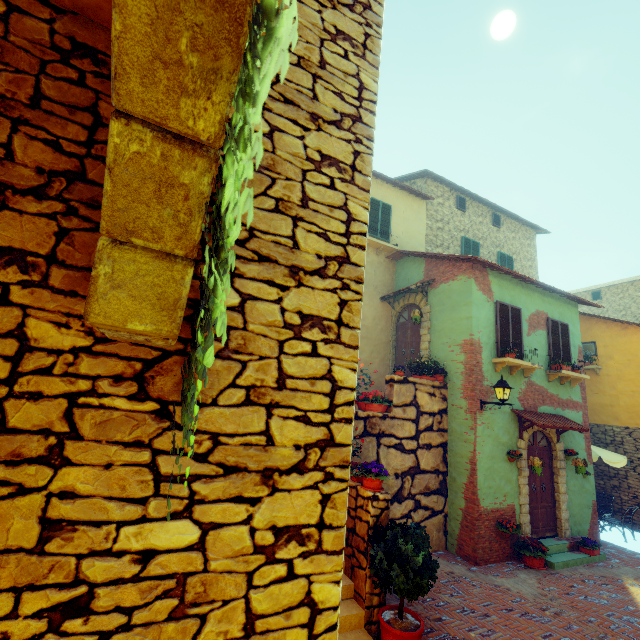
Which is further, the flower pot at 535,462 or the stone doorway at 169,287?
the flower pot at 535,462

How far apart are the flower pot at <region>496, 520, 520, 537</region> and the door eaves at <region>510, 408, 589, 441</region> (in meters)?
2.07

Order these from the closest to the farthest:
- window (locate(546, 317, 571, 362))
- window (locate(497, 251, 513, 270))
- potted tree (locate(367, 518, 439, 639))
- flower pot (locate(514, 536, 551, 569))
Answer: potted tree (locate(367, 518, 439, 639)) → flower pot (locate(514, 536, 551, 569)) → window (locate(546, 317, 571, 362)) → window (locate(497, 251, 513, 270))

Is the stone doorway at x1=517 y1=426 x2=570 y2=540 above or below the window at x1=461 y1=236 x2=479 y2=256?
below

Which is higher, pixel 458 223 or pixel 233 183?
pixel 458 223

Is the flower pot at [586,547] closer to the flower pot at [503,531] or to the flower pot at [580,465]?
the flower pot at [580,465]

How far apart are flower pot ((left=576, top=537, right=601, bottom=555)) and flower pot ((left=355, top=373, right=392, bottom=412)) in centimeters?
645cm

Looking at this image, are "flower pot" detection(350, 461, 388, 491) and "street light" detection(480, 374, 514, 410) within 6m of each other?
yes
